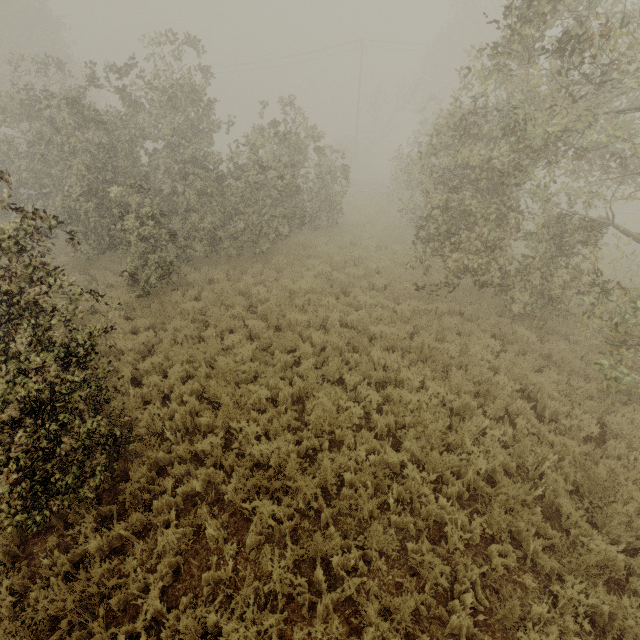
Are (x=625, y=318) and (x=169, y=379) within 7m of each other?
no
